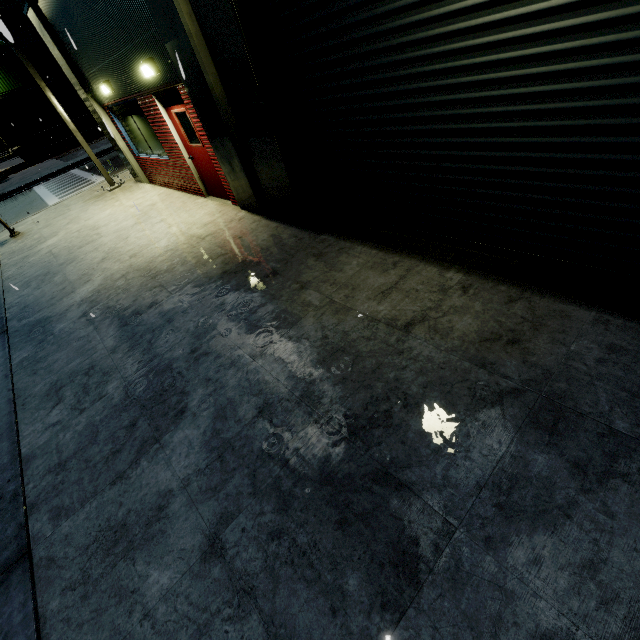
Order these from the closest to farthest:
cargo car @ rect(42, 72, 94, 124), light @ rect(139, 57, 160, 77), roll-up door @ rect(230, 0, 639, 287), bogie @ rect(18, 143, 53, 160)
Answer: roll-up door @ rect(230, 0, 639, 287)
light @ rect(139, 57, 160, 77)
cargo car @ rect(42, 72, 94, 124)
bogie @ rect(18, 143, 53, 160)

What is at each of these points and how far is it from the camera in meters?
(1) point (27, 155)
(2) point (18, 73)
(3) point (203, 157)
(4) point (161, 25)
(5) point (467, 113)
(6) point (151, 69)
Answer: (1) bogie, 30.5 m
(2) building, 31.5 m
(3) door, 7.7 m
(4) building, 5.1 m
(5) roll-up door, 3.3 m
(6) light, 6.3 m

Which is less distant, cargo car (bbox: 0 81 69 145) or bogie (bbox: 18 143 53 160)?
cargo car (bbox: 0 81 69 145)

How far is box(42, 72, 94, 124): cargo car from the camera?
29.9 meters

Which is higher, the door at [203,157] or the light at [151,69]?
the light at [151,69]

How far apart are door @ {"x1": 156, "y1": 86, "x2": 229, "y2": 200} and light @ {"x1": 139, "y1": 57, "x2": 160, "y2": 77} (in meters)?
0.30

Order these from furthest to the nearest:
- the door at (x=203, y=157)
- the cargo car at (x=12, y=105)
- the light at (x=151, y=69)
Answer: the cargo car at (x=12, y=105) → the door at (x=203, y=157) → the light at (x=151, y=69)

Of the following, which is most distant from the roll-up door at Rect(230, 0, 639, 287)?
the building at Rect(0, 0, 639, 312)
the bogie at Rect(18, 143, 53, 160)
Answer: the bogie at Rect(18, 143, 53, 160)
